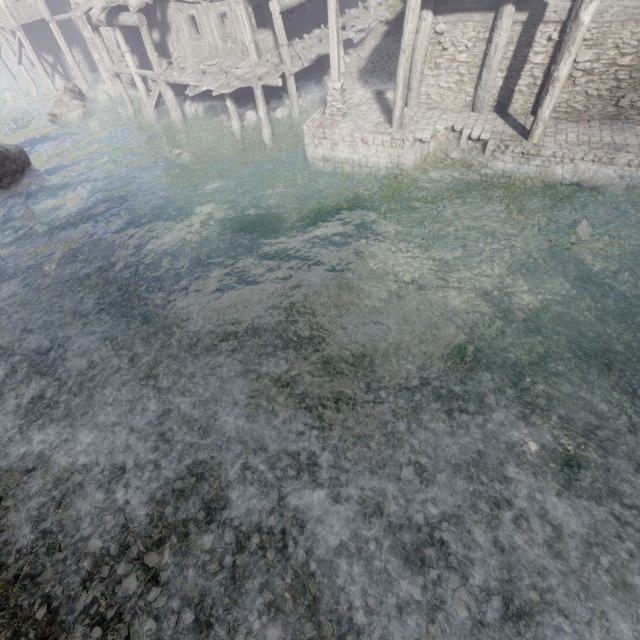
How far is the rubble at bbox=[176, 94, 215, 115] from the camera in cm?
1916

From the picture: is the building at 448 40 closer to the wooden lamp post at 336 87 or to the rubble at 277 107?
the rubble at 277 107

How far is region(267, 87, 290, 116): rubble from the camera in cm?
1722

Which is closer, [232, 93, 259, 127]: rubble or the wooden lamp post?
the wooden lamp post

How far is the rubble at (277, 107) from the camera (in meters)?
17.22

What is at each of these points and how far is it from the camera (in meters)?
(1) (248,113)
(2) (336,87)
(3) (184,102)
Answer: (1) rubble, 17.38
(2) wooden lamp post, 12.28
(3) rubble, 19.73

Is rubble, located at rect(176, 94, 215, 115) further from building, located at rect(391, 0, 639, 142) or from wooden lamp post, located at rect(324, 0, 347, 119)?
wooden lamp post, located at rect(324, 0, 347, 119)
